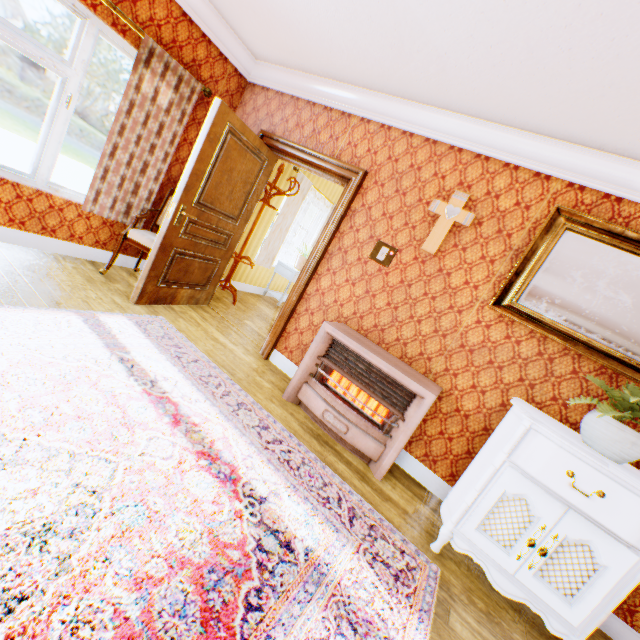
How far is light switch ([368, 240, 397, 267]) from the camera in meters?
3.3

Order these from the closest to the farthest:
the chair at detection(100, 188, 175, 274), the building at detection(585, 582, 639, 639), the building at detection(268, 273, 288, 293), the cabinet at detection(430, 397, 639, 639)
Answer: the cabinet at detection(430, 397, 639, 639) < the building at detection(585, 582, 639, 639) < the chair at detection(100, 188, 175, 274) < the building at detection(268, 273, 288, 293)

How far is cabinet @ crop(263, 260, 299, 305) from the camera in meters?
6.6

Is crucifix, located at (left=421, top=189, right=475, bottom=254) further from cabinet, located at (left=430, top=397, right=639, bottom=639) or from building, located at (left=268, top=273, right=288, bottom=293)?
cabinet, located at (left=430, top=397, right=639, bottom=639)

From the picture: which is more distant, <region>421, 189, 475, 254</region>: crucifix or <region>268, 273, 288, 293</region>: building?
<region>268, 273, 288, 293</region>: building

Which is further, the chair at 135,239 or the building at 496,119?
the chair at 135,239

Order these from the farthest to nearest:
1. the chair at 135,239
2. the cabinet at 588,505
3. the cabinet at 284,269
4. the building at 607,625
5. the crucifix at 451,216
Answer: the cabinet at 284,269 < the chair at 135,239 < the crucifix at 451,216 < the building at 607,625 < the cabinet at 588,505

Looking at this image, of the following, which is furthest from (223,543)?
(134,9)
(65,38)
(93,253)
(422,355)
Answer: (65,38)
